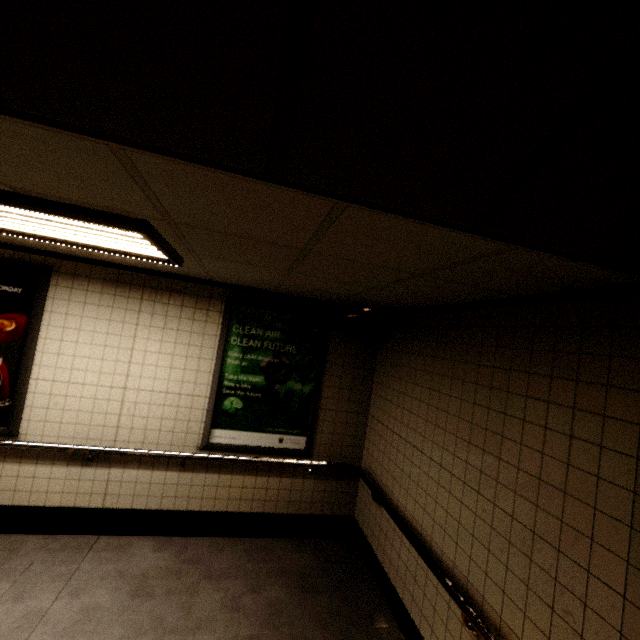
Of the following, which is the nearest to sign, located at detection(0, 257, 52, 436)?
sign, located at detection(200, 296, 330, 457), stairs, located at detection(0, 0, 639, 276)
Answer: sign, located at detection(200, 296, 330, 457)

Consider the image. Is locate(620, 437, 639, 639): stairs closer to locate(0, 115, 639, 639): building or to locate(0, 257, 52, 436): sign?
locate(0, 115, 639, 639): building

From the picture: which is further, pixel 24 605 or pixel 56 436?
pixel 56 436

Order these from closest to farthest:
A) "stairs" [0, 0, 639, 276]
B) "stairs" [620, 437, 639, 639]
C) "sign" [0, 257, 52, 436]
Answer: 1. "stairs" [0, 0, 639, 276]
2. "stairs" [620, 437, 639, 639]
3. "sign" [0, 257, 52, 436]

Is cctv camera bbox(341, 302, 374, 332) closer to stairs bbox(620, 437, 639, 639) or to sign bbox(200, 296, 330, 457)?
sign bbox(200, 296, 330, 457)

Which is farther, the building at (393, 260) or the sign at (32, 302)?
the sign at (32, 302)

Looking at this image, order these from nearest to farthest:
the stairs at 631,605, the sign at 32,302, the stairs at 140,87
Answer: the stairs at 140,87 < the stairs at 631,605 < the sign at 32,302

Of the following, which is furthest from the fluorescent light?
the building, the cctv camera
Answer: the cctv camera
